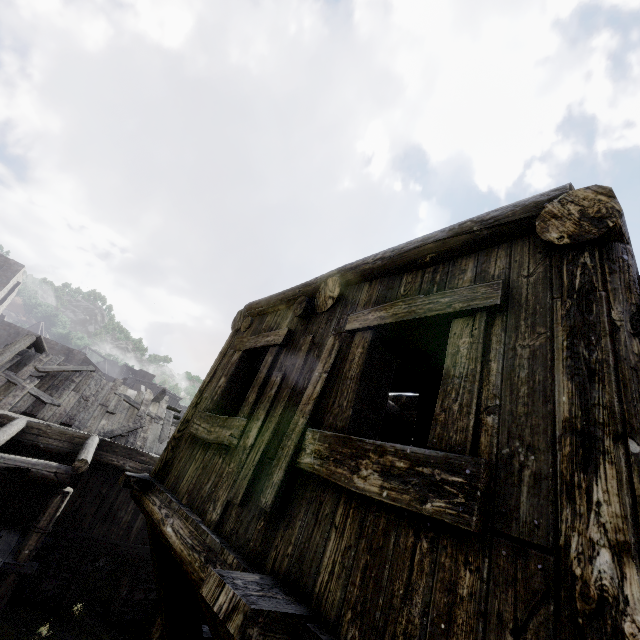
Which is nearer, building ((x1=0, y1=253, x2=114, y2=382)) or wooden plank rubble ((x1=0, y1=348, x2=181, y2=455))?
wooden plank rubble ((x1=0, y1=348, x2=181, y2=455))

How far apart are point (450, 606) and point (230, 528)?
1.8m

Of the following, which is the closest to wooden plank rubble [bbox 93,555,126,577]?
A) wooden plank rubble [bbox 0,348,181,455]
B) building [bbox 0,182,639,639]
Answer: building [bbox 0,182,639,639]

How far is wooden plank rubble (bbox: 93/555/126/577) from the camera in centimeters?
1359cm

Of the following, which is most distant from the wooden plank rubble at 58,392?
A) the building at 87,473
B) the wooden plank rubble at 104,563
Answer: the wooden plank rubble at 104,563

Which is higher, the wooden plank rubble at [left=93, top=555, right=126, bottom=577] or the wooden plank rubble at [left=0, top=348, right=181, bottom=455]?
the wooden plank rubble at [left=0, top=348, right=181, bottom=455]

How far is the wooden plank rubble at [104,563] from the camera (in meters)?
13.59

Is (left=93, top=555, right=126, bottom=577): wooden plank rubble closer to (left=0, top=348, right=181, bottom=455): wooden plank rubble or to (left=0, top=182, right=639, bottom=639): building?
(left=0, top=182, right=639, bottom=639): building
